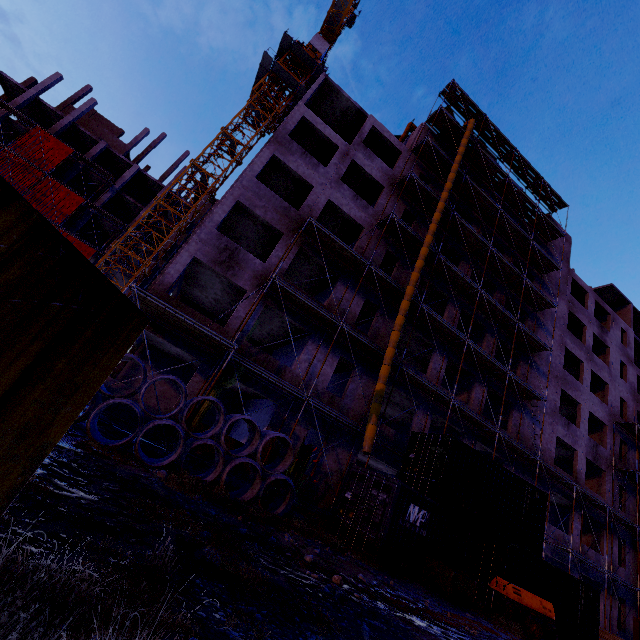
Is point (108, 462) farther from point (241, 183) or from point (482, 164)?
point (482, 164)

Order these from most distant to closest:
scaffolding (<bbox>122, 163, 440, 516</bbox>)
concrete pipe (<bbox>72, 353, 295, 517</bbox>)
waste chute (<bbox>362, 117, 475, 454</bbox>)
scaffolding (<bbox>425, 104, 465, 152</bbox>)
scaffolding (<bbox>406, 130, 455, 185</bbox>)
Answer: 1. scaffolding (<bbox>425, 104, 465, 152</bbox>)
2. scaffolding (<bbox>406, 130, 455, 185</bbox>)
3. waste chute (<bbox>362, 117, 475, 454</bbox>)
4. scaffolding (<bbox>122, 163, 440, 516</bbox>)
5. concrete pipe (<bbox>72, 353, 295, 517</bbox>)

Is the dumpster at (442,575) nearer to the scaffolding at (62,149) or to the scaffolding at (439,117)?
the scaffolding at (439,117)

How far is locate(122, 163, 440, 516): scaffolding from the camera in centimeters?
1223cm

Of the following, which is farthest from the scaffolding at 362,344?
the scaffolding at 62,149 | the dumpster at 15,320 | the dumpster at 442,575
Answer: the scaffolding at 62,149

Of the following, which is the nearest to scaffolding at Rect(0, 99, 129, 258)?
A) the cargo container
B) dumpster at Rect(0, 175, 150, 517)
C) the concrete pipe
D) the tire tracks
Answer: dumpster at Rect(0, 175, 150, 517)

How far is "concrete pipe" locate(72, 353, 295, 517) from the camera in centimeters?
835cm

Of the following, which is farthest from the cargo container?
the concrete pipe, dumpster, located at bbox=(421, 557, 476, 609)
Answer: the concrete pipe
